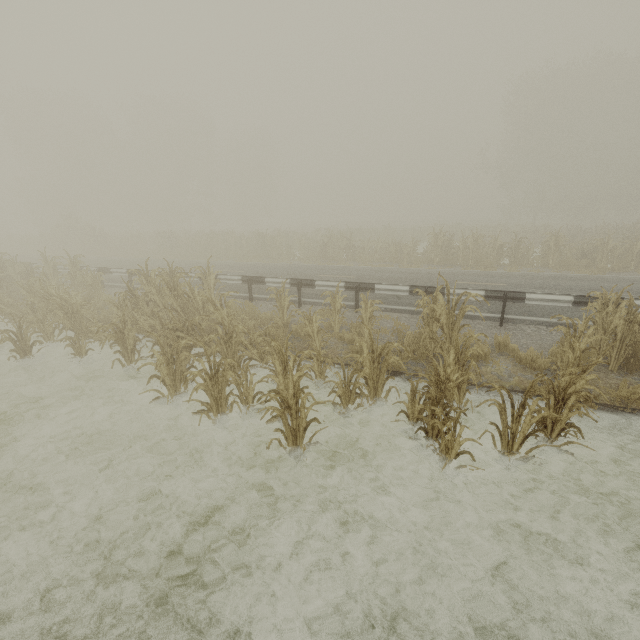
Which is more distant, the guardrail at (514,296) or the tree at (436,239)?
the guardrail at (514,296)

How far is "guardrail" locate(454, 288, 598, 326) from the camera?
8.0m

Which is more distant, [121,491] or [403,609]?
[121,491]

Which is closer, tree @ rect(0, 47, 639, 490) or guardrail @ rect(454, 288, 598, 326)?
tree @ rect(0, 47, 639, 490)

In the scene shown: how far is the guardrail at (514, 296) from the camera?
8.0 meters
